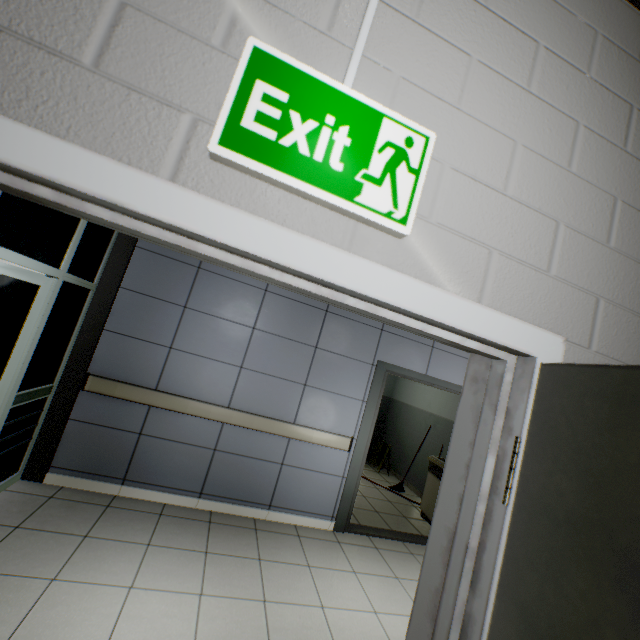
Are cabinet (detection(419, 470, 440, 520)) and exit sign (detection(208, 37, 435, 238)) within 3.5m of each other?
no

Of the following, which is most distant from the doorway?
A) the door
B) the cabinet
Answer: the cabinet

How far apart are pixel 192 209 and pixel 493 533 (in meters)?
1.05

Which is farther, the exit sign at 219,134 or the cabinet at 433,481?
the cabinet at 433,481

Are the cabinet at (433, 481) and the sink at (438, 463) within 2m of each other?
yes

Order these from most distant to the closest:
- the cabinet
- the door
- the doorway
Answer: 1. the cabinet
2. the doorway
3. the door

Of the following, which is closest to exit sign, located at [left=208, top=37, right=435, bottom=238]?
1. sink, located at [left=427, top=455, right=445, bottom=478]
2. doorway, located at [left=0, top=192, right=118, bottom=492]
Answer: doorway, located at [left=0, top=192, right=118, bottom=492]

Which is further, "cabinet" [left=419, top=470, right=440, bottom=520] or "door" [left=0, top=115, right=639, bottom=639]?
"cabinet" [left=419, top=470, right=440, bottom=520]
